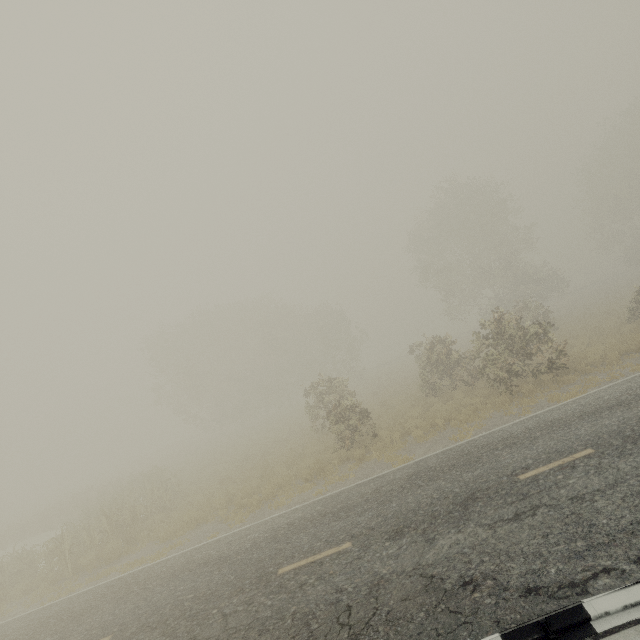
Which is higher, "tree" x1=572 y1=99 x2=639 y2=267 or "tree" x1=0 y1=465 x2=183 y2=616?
"tree" x1=572 y1=99 x2=639 y2=267

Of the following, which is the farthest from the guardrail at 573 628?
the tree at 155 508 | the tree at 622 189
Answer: the tree at 622 189

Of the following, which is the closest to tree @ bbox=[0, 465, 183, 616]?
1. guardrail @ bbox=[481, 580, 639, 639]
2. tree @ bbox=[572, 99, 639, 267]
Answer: guardrail @ bbox=[481, 580, 639, 639]

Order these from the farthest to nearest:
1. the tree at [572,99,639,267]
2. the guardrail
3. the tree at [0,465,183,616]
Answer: the tree at [572,99,639,267], the tree at [0,465,183,616], the guardrail

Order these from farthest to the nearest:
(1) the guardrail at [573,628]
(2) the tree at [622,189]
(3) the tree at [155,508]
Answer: (2) the tree at [622,189]
(3) the tree at [155,508]
(1) the guardrail at [573,628]

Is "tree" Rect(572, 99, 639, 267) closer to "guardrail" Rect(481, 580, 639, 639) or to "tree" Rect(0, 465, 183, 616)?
"tree" Rect(0, 465, 183, 616)

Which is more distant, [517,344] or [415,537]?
[517,344]
